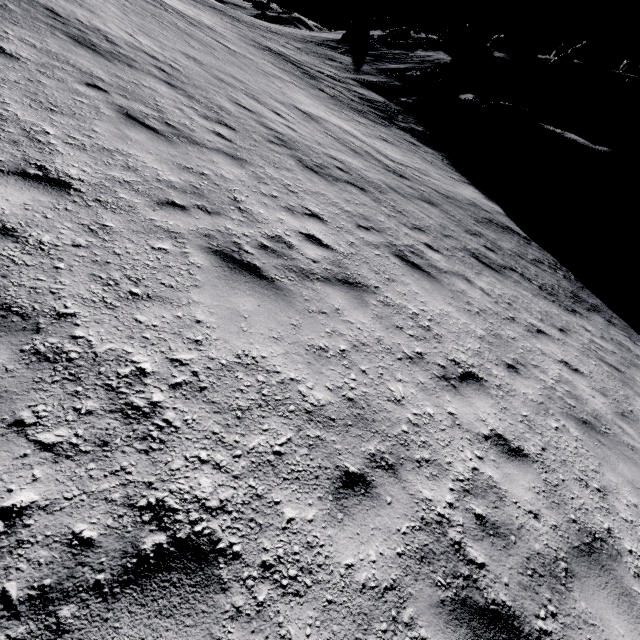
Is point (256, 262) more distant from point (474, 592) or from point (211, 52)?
point (211, 52)

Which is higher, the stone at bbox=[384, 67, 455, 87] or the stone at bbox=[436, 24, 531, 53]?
the stone at bbox=[436, 24, 531, 53]

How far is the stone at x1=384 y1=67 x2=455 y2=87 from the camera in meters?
29.0 m

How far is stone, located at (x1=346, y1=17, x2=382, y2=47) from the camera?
42.0m

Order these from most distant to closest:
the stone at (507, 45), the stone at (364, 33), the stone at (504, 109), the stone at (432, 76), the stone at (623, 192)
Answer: the stone at (364, 33), the stone at (507, 45), the stone at (432, 76), the stone at (504, 109), the stone at (623, 192)

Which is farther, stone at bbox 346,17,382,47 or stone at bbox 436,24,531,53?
stone at bbox 346,17,382,47

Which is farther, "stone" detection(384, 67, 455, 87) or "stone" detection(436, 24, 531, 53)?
"stone" detection(436, 24, 531, 53)

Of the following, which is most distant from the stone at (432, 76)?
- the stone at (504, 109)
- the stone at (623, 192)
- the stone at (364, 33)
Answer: the stone at (623, 192)
